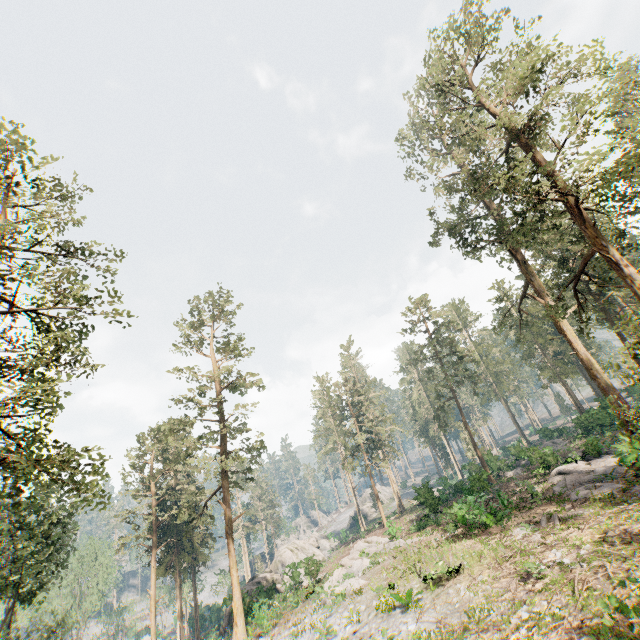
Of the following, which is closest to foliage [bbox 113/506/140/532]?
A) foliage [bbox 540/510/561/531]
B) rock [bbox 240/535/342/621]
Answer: foliage [bbox 540/510/561/531]

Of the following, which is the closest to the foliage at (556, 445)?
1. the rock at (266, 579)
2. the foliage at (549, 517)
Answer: the foliage at (549, 517)

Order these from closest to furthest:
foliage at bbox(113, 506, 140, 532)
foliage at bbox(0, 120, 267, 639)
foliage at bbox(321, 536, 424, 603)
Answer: foliage at bbox(0, 120, 267, 639) < foliage at bbox(321, 536, 424, 603) < foliage at bbox(113, 506, 140, 532)

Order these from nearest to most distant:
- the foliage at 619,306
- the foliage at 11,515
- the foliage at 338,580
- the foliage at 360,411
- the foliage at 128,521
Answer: the foliage at 11,515 → the foliage at 619,306 → the foliage at 338,580 → the foliage at 128,521 → the foliage at 360,411

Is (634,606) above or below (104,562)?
below

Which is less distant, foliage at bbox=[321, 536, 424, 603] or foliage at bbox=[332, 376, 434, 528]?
foliage at bbox=[321, 536, 424, 603]
